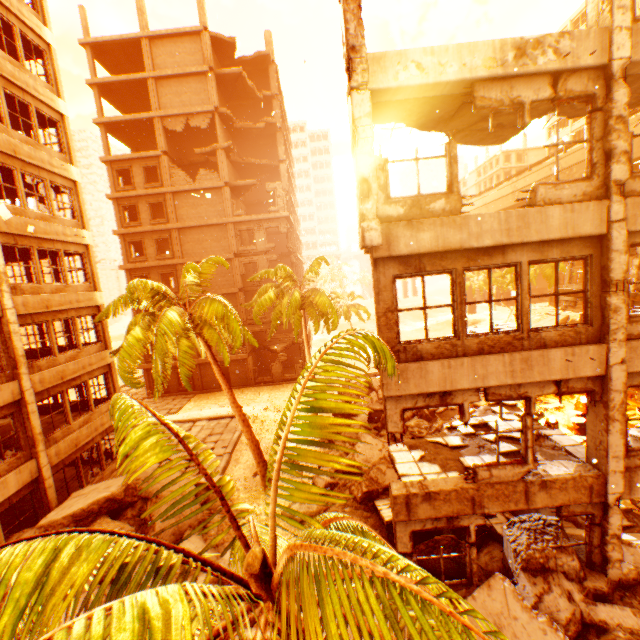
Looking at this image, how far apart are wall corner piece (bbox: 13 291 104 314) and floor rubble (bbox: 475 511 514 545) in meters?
17.3

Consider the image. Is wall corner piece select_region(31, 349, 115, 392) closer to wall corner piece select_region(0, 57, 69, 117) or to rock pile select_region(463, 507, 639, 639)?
rock pile select_region(463, 507, 639, 639)

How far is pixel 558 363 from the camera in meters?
6.9

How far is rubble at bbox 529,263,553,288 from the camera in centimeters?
3772cm

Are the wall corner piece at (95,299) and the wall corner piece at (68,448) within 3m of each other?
no

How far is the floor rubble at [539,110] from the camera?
7.8m

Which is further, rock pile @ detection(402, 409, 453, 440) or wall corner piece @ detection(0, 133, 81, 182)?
rock pile @ detection(402, 409, 453, 440)

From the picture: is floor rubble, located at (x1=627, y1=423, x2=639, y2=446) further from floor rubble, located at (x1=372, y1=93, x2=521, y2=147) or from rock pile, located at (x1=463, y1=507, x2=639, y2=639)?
floor rubble, located at (x1=372, y1=93, x2=521, y2=147)
